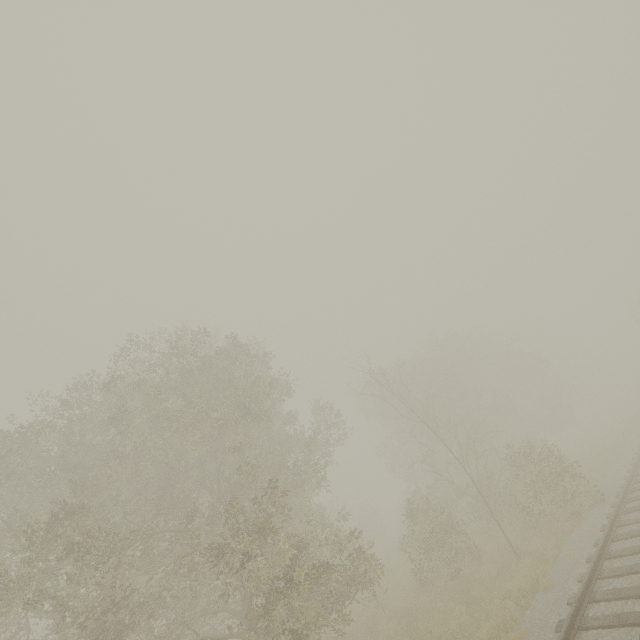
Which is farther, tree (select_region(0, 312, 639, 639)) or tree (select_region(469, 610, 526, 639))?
tree (select_region(0, 312, 639, 639))

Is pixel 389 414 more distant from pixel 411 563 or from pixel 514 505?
pixel 411 563

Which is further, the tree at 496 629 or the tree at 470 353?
the tree at 470 353
